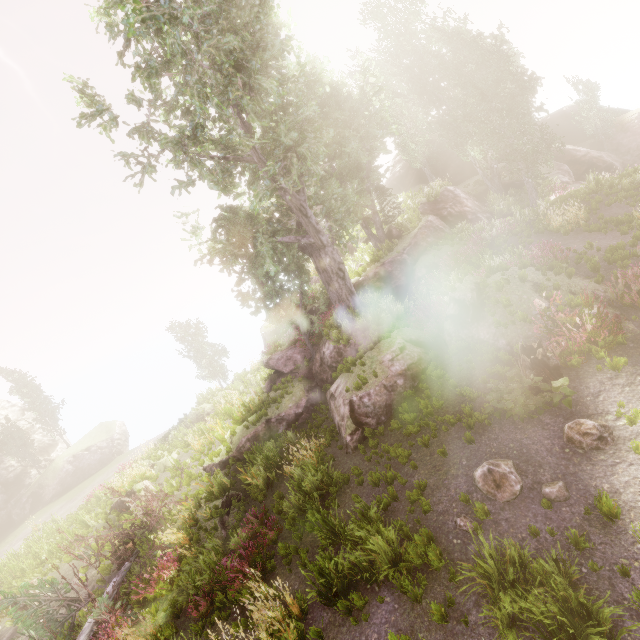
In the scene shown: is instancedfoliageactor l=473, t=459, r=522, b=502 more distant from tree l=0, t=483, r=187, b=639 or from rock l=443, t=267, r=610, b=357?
tree l=0, t=483, r=187, b=639

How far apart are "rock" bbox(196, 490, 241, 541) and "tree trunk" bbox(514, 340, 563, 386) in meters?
10.8

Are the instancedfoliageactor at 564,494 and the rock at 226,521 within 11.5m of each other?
yes

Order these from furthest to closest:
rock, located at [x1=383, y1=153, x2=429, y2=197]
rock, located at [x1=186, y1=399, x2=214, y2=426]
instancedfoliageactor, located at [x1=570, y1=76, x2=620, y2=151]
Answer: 1. rock, located at [x1=383, y1=153, x2=429, y2=197]
2. instancedfoliageactor, located at [x1=570, y1=76, x2=620, y2=151]
3. rock, located at [x1=186, y1=399, x2=214, y2=426]

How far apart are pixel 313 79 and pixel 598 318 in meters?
13.8 m

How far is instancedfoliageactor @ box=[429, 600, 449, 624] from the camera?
5.29m

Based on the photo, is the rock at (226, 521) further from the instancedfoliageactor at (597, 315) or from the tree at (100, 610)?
the instancedfoliageactor at (597, 315)

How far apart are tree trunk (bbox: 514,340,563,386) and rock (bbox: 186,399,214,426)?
21.5m
